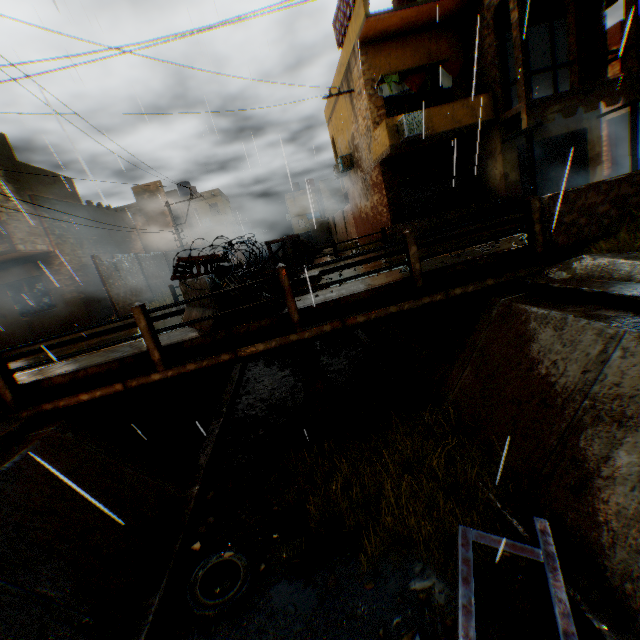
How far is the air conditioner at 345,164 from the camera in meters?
19.5 m

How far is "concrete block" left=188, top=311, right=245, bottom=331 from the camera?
6.1m

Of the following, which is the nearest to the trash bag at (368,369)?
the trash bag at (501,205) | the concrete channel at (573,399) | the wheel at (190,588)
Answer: the concrete channel at (573,399)

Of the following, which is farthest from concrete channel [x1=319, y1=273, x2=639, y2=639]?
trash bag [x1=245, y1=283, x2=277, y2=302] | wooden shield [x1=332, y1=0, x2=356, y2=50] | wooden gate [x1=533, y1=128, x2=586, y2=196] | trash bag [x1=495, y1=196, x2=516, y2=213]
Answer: wooden shield [x1=332, y1=0, x2=356, y2=50]

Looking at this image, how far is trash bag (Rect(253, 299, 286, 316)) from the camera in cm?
618

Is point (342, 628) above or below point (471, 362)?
below

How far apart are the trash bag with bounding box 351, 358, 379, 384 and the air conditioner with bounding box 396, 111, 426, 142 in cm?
916

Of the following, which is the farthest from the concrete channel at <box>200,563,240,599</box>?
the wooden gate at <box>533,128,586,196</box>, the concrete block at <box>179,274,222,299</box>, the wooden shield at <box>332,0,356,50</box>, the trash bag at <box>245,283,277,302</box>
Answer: the wooden shield at <box>332,0,356,50</box>
